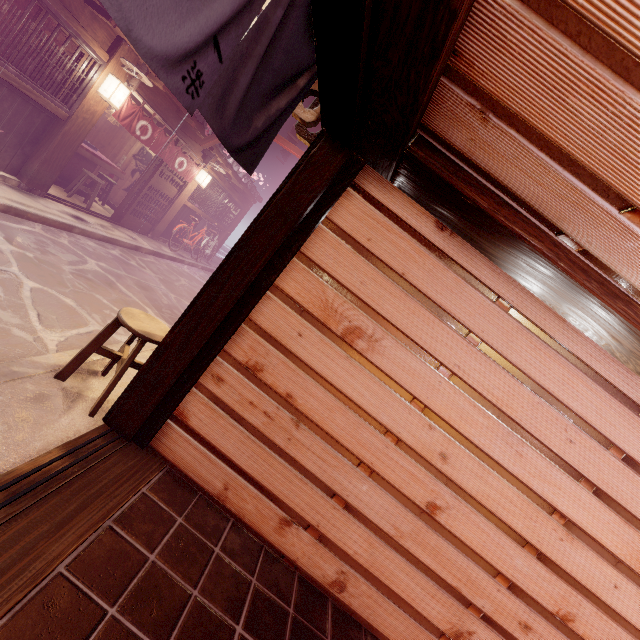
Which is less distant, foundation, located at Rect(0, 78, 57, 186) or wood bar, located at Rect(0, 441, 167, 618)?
wood bar, located at Rect(0, 441, 167, 618)

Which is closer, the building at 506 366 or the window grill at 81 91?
the building at 506 366

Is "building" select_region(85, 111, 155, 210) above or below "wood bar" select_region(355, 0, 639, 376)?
below

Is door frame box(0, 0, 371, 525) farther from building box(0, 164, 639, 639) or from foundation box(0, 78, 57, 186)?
foundation box(0, 78, 57, 186)

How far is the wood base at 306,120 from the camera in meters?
4.4

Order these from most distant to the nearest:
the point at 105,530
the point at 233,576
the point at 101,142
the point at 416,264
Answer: the point at 101,142, the point at 416,264, the point at 233,576, the point at 105,530

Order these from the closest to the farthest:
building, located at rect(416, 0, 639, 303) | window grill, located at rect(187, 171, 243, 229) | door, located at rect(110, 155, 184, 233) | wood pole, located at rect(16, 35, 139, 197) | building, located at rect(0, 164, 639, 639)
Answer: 1. building, located at rect(416, 0, 639, 303)
2. building, located at rect(0, 164, 639, 639)
3. wood pole, located at rect(16, 35, 139, 197)
4. door, located at rect(110, 155, 184, 233)
5. window grill, located at rect(187, 171, 243, 229)

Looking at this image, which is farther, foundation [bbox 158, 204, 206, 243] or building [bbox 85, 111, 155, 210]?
foundation [bbox 158, 204, 206, 243]
